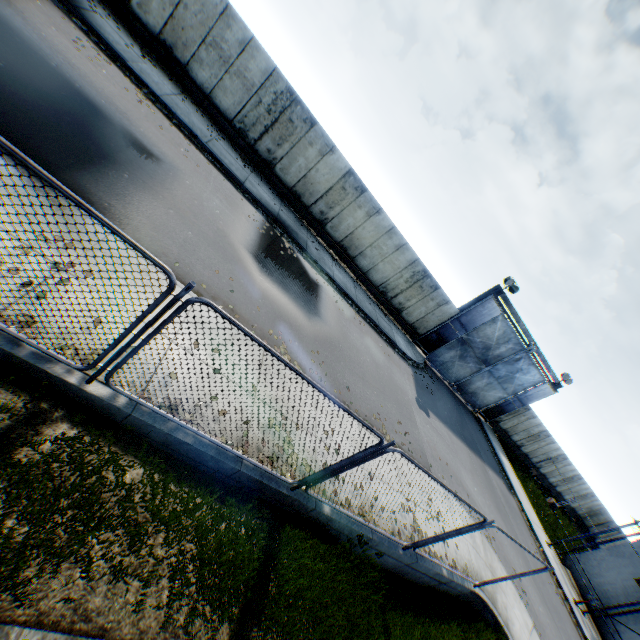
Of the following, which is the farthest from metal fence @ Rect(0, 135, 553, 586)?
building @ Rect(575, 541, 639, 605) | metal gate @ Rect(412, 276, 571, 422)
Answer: building @ Rect(575, 541, 639, 605)

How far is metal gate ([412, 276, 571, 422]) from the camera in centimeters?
1992cm

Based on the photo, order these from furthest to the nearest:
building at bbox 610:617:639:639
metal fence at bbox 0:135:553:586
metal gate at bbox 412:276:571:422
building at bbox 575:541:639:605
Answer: metal gate at bbox 412:276:571:422 < building at bbox 575:541:639:605 < building at bbox 610:617:639:639 < metal fence at bbox 0:135:553:586

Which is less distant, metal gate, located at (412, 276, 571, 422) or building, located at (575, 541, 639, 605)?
building, located at (575, 541, 639, 605)

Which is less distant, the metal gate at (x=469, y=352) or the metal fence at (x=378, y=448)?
the metal fence at (x=378, y=448)

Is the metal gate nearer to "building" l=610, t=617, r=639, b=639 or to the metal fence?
"building" l=610, t=617, r=639, b=639

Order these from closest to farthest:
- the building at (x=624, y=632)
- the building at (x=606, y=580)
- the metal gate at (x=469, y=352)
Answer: the building at (x=624, y=632) < the building at (x=606, y=580) < the metal gate at (x=469, y=352)

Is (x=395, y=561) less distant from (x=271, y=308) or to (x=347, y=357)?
(x=347, y=357)
